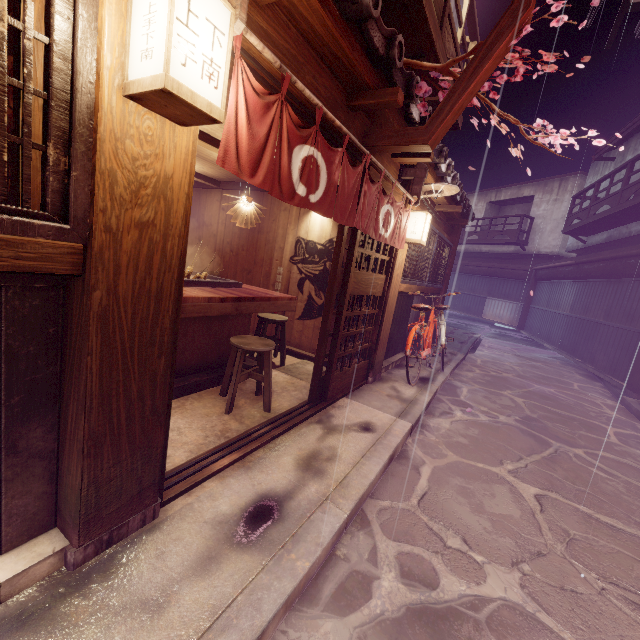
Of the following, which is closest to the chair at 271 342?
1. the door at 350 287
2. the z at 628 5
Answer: the door at 350 287

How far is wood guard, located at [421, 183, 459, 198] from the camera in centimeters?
772cm

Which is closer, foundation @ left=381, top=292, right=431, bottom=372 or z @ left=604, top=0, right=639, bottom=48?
z @ left=604, top=0, right=639, bottom=48

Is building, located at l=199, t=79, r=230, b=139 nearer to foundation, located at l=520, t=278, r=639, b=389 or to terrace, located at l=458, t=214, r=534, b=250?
foundation, located at l=520, t=278, r=639, b=389

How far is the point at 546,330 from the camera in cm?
2472

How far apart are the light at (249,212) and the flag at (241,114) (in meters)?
3.63

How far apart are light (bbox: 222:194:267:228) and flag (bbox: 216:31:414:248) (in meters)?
3.63

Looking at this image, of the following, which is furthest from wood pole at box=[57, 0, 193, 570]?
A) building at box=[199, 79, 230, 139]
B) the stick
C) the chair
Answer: the stick
